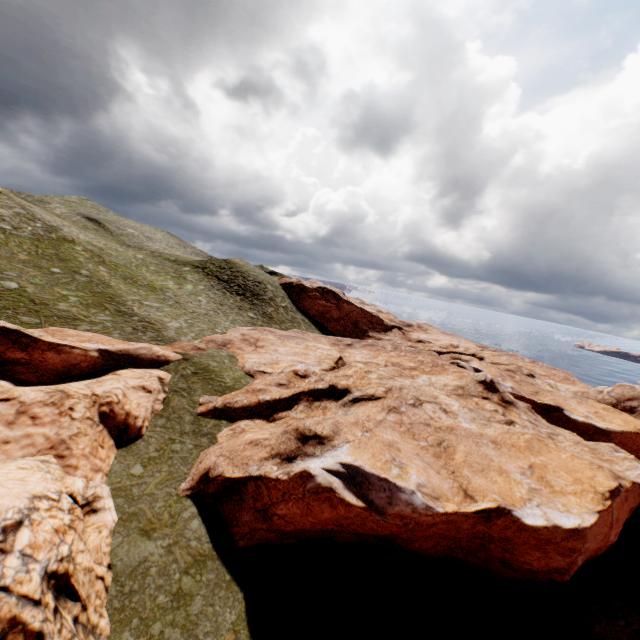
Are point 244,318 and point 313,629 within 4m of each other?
no
